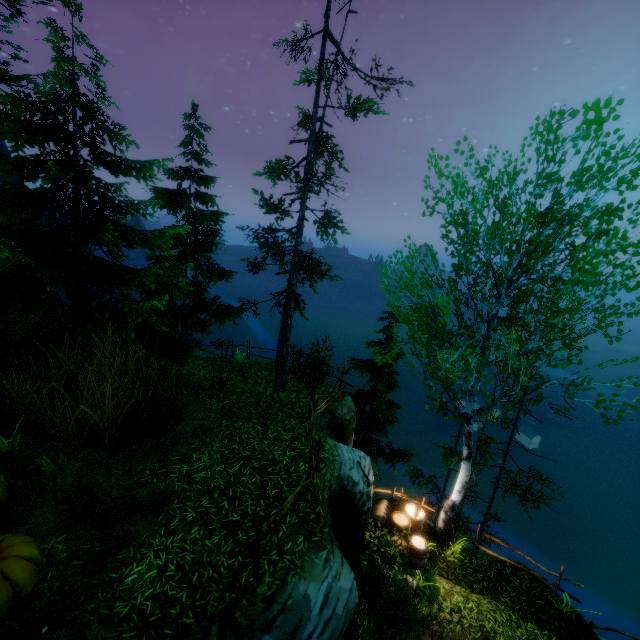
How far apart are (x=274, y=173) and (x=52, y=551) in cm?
1194

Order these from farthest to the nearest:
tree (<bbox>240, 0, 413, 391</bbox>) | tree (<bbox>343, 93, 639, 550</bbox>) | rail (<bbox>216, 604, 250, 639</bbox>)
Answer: tree (<bbox>240, 0, 413, 391</bbox>)
tree (<bbox>343, 93, 639, 550</bbox>)
rail (<bbox>216, 604, 250, 639</bbox>)

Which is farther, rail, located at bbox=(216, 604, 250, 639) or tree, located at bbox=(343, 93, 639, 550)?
tree, located at bbox=(343, 93, 639, 550)

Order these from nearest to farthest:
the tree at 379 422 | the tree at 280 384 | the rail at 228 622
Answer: the rail at 228 622 → the tree at 379 422 → the tree at 280 384

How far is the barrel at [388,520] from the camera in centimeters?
976cm

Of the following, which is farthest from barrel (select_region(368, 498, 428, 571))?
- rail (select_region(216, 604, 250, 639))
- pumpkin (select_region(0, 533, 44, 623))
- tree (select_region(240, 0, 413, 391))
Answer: pumpkin (select_region(0, 533, 44, 623))

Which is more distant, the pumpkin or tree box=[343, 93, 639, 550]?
tree box=[343, 93, 639, 550]

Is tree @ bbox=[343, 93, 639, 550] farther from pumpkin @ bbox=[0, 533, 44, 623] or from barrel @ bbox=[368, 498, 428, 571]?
pumpkin @ bbox=[0, 533, 44, 623]
